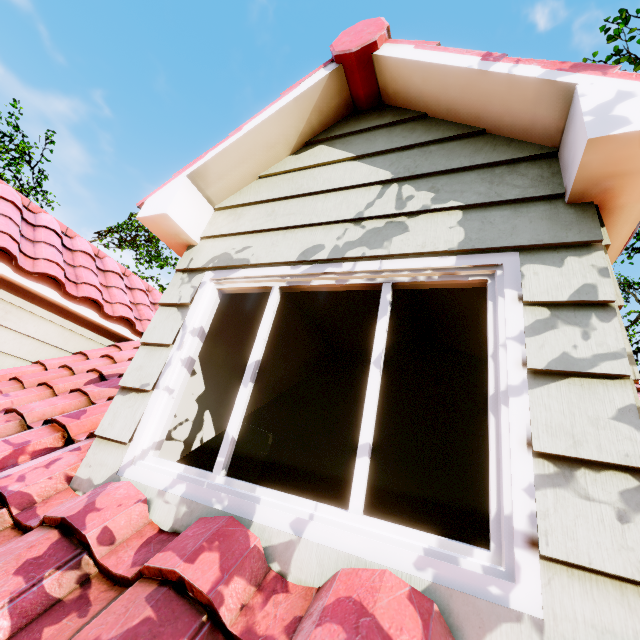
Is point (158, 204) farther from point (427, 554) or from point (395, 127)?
point (427, 554)
